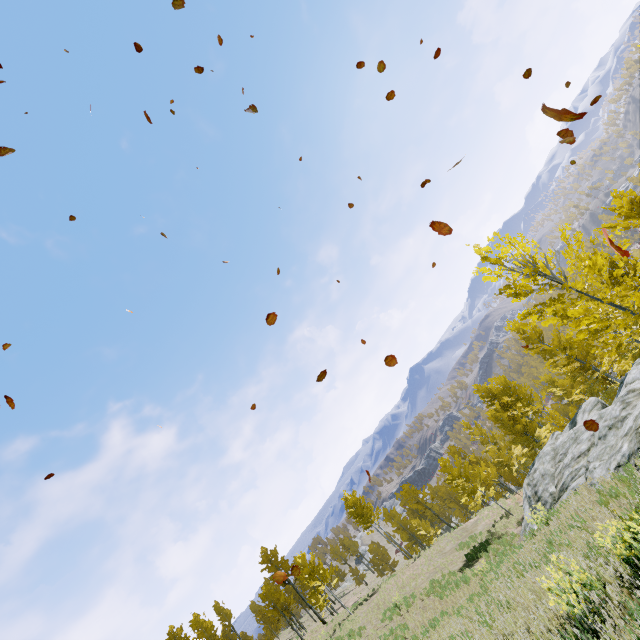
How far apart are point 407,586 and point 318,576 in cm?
929

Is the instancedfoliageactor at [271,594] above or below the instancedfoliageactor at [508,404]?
above

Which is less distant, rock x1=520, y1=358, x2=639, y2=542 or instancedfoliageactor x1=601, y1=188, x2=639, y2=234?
rock x1=520, y1=358, x2=639, y2=542

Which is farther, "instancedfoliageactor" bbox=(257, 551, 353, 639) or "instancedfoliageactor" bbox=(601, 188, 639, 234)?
"instancedfoliageactor" bbox=(257, 551, 353, 639)

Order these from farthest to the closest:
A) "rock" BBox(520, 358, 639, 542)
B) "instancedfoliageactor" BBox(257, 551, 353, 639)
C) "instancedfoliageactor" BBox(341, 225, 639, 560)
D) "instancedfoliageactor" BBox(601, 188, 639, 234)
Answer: "instancedfoliageactor" BBox(257, 551, 353, 639)
"instancedfoliageactor" BBox(601, 188, 639, 234)
"rock" BBox(520, 358, 639, 542)
"instancedfoliageactor" BBox(341, 225, 639, 560)

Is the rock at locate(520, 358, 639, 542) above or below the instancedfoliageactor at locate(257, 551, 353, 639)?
below
